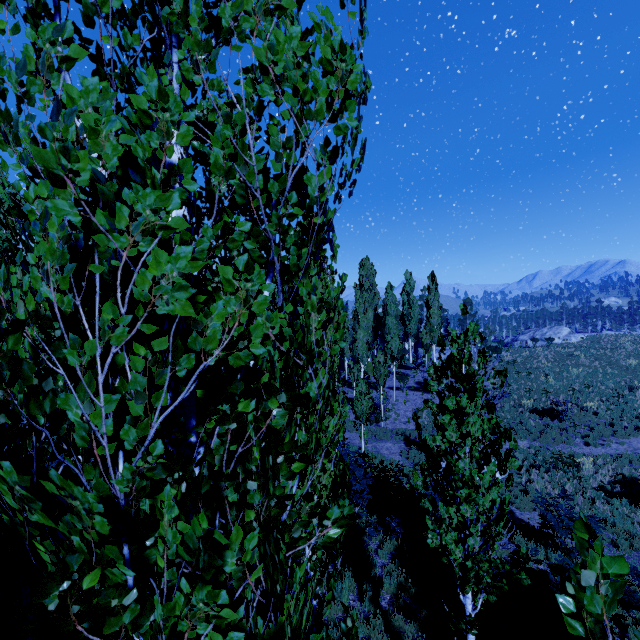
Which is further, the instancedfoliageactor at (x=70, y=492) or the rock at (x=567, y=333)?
the rock at (x=567, y=333)

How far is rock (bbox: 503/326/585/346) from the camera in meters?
45.5

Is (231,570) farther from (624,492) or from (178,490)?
(624,492)

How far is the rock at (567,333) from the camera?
45.5 meters

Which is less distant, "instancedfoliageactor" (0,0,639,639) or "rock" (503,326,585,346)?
"instancedfoliageactor" (0,0,639,639)
